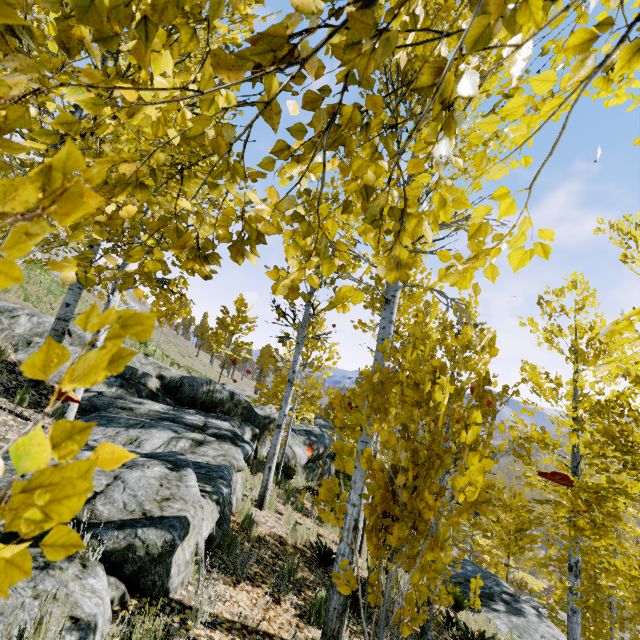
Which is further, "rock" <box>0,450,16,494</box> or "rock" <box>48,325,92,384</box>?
"rock" <box>48,325,92,384</box>

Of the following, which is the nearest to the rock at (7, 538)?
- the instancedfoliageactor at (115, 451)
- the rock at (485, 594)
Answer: the instancedfoliageactor at (115, 451)

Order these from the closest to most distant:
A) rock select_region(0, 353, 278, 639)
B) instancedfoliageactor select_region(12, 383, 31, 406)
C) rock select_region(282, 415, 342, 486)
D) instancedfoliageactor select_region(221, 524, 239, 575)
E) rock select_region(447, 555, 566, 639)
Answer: rock select_region(0, 353, 278, 639)
instancedfoliageactor select_region(221, 524, 239, 575)
instancedfoliageactor select_region(12, 383, 31, 406)
rock select_region(447, 555, 566, 639)
rock select_region(282, 415, 342, 486)

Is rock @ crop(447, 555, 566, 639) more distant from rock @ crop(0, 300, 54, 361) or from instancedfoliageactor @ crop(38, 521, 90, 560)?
rock @ crop(0, 300, 54, 361)

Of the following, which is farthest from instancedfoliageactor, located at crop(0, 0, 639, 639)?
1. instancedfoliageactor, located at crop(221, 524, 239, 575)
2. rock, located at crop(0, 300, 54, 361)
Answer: instancedfoliageactor, located at crop(221, 524, 239, 575)

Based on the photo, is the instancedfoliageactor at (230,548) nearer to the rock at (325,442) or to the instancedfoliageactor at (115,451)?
the rock at (325,442)

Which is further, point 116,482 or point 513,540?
point 513,540
